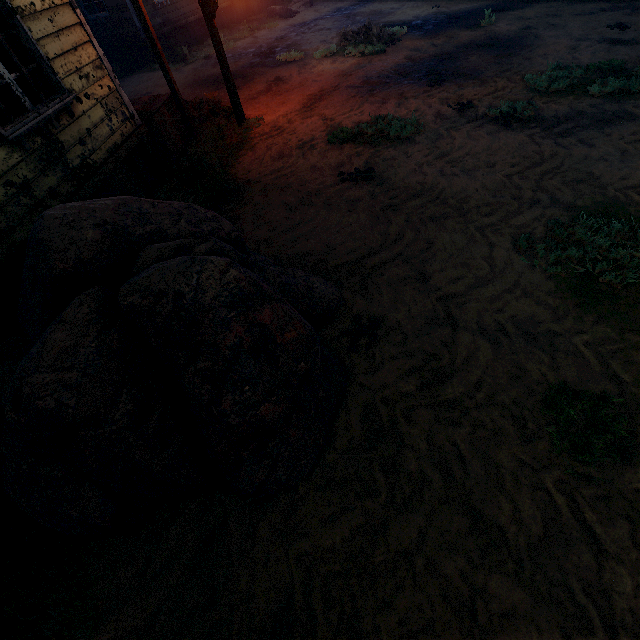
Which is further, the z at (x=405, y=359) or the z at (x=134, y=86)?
the z at (x=134, y=86)

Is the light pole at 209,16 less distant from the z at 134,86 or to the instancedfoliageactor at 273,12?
the z at 134,86

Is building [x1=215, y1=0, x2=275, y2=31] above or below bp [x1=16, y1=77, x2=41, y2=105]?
below

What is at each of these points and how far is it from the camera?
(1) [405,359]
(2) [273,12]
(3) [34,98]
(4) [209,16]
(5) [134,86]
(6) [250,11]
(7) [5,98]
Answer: (1) z, 3.2m
(2) instancedfoliageactor, 17.0m
(3) bp, 5.3m
(4) light pole, 6.5m
(5) z, 12.5m
(6) building, 18.8m
(7) bp, 4.8m

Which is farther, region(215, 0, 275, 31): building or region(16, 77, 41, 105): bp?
region(215, 0, 275, 31): building

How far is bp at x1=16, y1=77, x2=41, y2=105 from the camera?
5.1 meters

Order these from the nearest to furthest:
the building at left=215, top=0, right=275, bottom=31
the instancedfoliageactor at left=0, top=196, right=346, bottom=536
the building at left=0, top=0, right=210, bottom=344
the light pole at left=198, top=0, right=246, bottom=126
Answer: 1. the instancedfoliageactor at left=0, top=196, right=346, bottom=536
2. the building at left=0, top=0, right=210, bottom=344
3. the light pole at left=198, top=0, right=246, bottom=126
4. the building at left=215, top=0, right=275, bottom=31
